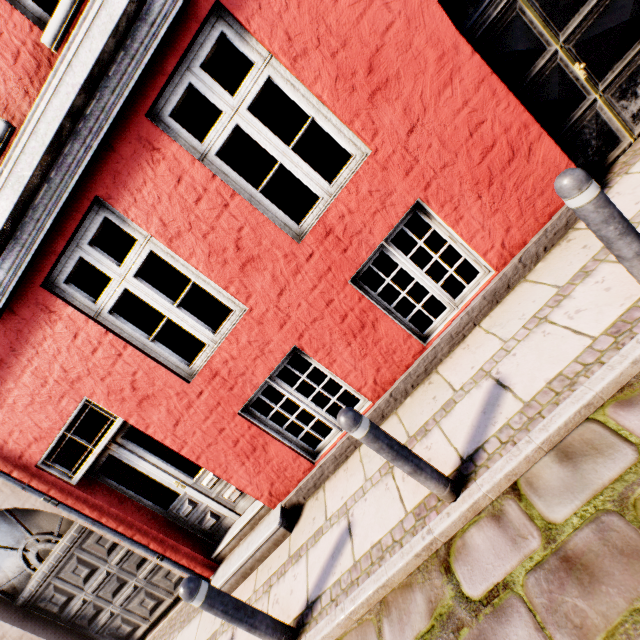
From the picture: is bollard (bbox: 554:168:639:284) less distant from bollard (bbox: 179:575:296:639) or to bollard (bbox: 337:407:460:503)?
bollard (bbox: 337:407:460:503)

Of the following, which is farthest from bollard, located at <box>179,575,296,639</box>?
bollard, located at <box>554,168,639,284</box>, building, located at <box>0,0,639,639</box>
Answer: bollard, located at <box>554,168,639,284</box>

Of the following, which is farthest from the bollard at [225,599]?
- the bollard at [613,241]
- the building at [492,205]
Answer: the bollard at [613,241]

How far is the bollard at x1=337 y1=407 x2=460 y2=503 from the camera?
2.2 meters

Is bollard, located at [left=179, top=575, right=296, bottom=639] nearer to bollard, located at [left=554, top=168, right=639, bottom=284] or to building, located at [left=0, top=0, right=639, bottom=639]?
building, located at [left=0, top=0, right=639, bottom=639]

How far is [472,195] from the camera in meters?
3.2

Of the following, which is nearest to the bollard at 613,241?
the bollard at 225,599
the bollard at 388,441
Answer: the bollard at 388,441
